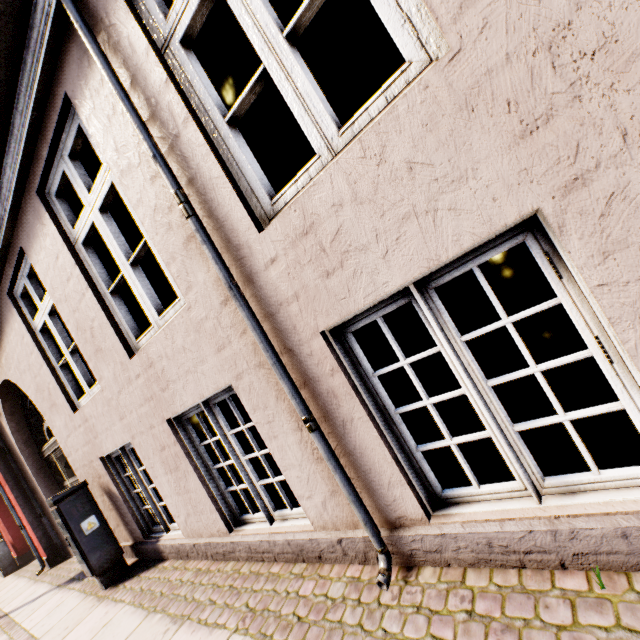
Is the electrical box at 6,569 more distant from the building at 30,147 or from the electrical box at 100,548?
the electrical box at 100,548

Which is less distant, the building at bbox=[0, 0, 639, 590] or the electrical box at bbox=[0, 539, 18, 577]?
the building at bbox=[0, 0, 639, 590]

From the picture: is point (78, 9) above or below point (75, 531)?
above

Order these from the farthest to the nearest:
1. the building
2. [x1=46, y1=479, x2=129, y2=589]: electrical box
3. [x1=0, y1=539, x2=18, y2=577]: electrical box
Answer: [x1=0, y1=539, x2=18, y2=577]: electrical box < [x1=46, y1=479, x2=129, y2=589]: electrical box < the building

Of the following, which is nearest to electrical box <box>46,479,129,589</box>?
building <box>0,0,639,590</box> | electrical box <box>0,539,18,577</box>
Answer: building <box>0,0,639,590</box>

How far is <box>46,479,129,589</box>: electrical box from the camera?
3.9m

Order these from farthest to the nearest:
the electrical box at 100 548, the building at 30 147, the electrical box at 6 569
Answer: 1. the electrical box at 6 569
2. the electrical box at 100 548
3. the building at 30 147
